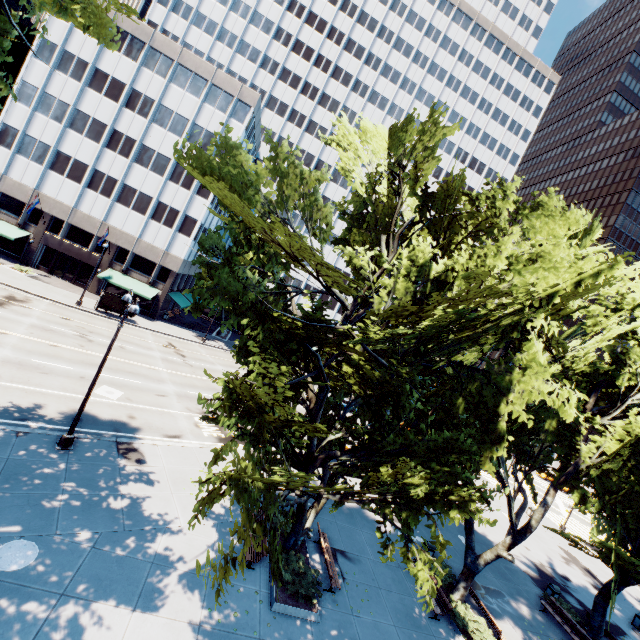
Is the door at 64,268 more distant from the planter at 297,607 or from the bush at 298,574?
the bush at 298,574

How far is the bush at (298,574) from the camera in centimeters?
1216cm

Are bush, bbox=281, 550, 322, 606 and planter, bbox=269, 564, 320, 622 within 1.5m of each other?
yes

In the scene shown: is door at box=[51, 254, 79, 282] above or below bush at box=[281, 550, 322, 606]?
above

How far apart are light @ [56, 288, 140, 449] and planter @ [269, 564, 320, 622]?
9.82m

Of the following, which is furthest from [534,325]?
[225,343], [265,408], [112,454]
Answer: [225,343]

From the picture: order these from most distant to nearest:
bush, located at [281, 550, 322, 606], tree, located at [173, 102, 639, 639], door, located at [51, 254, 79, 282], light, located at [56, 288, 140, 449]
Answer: door, located at [51, 254, 79, 282], light, located at [56, 288, 140, 449], bush, located at [281, 550, 322, 606], tree, located at [173, 102, 639, 639]

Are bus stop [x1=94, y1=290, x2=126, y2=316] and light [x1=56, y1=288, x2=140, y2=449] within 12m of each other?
no
